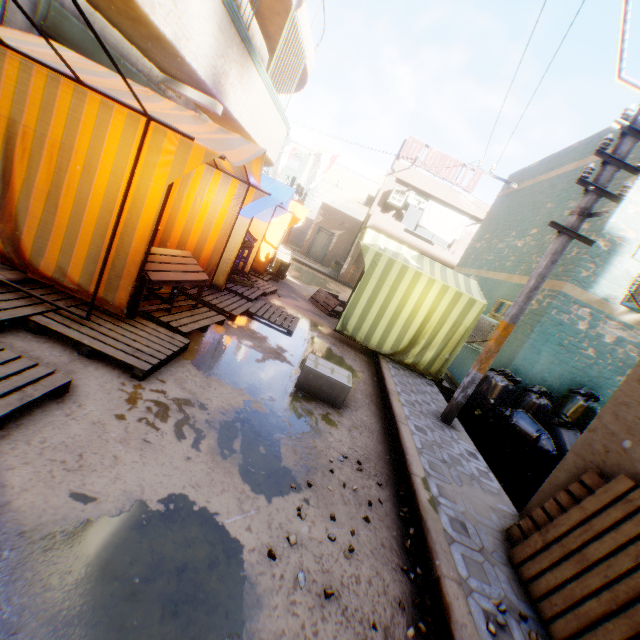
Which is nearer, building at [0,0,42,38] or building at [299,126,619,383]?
building at [0,0,42,38]

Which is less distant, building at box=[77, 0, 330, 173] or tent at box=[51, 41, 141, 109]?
tent at box=[51, 41, 141, 109]

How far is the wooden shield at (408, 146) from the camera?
17.28m

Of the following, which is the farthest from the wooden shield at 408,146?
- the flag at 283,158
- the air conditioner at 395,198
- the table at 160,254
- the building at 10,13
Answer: the table at 160,254

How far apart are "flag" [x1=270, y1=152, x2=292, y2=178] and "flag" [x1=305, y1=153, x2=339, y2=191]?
0.6m

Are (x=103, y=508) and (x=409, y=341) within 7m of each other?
yes

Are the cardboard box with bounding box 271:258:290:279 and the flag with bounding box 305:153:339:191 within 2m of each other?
no

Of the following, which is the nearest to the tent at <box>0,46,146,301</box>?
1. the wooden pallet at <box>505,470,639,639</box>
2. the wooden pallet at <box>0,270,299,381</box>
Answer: the wooden pallet at <box>0,270,299,381</box>
